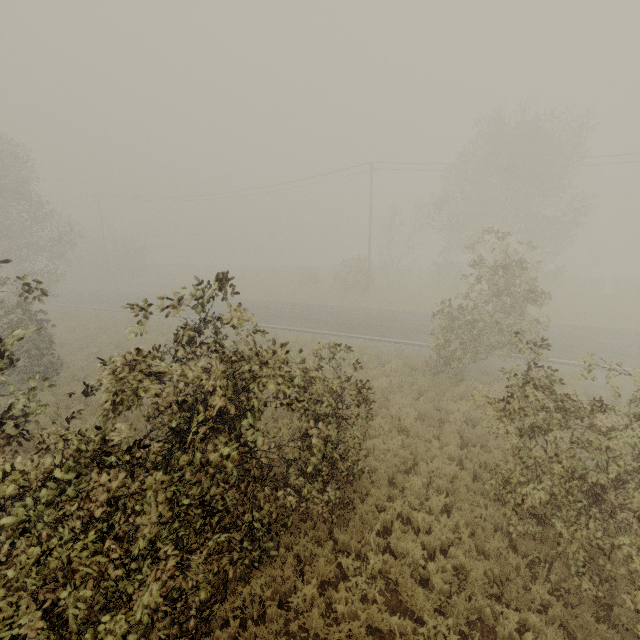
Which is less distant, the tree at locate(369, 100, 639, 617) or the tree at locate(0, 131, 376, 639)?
the tree at locate(0, 131, 376, 639)

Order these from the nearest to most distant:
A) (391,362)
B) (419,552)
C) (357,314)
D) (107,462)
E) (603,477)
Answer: (107,462)
(603,477)
(419,552)
(391,362)
(357,314)

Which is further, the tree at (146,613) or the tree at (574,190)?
the tree at (574,190)
